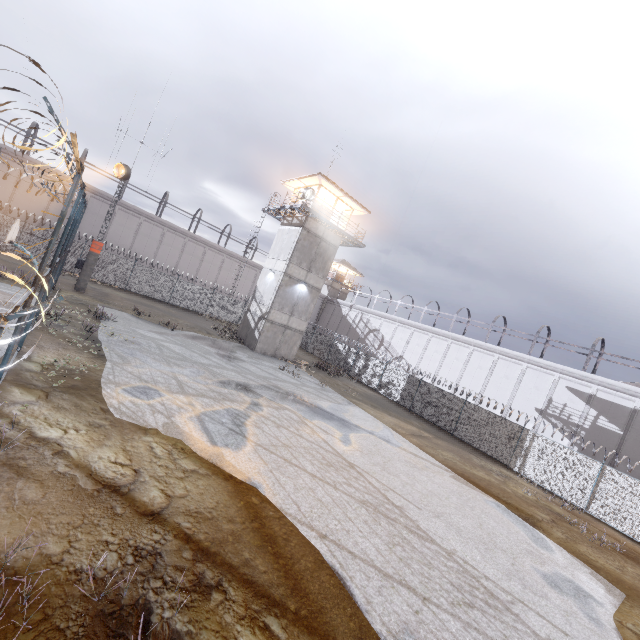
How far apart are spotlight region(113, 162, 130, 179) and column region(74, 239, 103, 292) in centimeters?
455cm

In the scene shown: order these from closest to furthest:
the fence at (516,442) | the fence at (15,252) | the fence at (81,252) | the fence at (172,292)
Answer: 1. the fence at (15,252)
2. the fence at (81,252)
3. the fence at (516,442)
4. the fence at (172,292)

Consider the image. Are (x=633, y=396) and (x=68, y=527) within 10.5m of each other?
no

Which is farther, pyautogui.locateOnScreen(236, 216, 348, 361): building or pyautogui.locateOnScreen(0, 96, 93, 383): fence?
pyautogui.locateOnScreen(236, 216, 348, 361): building

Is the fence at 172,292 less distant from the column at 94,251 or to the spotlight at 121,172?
the column at 94,251

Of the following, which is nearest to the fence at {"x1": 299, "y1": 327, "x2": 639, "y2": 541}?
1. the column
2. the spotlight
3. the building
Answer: the column

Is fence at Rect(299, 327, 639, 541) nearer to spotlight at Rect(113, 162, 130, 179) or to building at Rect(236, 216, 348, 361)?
spotlight at Rect(113, 162, 130, 179)

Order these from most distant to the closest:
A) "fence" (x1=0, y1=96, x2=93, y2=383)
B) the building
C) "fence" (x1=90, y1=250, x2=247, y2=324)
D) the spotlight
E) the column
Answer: "fence" (x1=90, y1=250, x2=247, y2=324)
the building
the column
the spotlight
"fence" (x1=0, y1=96, x2=93, y2=383)
